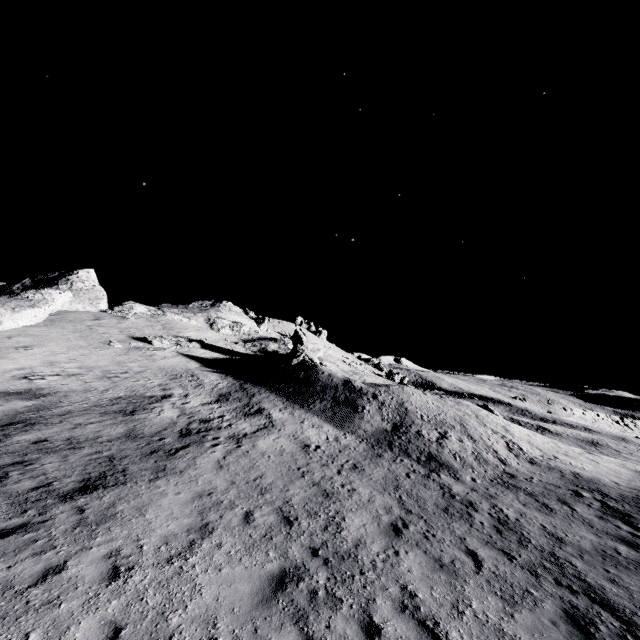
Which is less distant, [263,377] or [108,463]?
[108,463]
